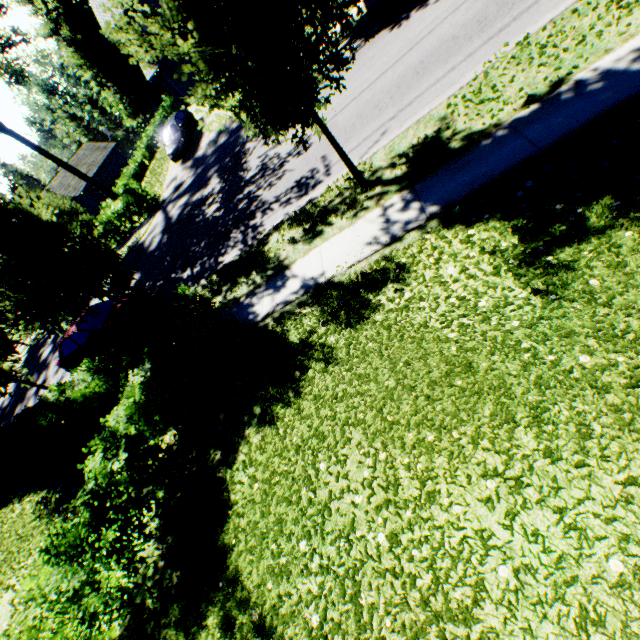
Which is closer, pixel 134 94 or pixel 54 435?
pixel 54 435

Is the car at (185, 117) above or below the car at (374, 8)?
above

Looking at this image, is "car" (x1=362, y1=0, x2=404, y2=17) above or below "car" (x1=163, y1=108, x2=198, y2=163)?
below

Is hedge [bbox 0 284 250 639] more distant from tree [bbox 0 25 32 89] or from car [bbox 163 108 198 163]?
car [bbox 163 108 198 163]

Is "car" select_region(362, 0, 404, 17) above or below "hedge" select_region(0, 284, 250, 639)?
below

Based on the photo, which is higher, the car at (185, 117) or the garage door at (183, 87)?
the garage door at (183, 87)

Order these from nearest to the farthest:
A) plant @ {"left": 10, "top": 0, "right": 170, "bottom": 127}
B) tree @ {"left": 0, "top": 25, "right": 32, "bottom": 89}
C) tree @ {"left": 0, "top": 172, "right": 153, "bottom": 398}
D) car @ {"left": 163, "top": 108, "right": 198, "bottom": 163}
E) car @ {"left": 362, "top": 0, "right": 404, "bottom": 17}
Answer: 1. tree @ {"left": 0, "top": 172, "right": 153, "bottom": 398}
2. car @ {"left": 362, "top": 0, "right": 404, "bottom": 17}
3. tree @ {"left": 0, "top": 25, "right": 32, "bottom": 89}
4. car @ {"left": 163, "top": 108, "right": 198, "bottom": 163}
5. plant @ {"left": 10, "top": 0, "right": 170, "bottom": 127}

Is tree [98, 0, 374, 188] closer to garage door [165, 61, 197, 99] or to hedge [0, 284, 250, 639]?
hedge [0, 284, 250, 639]
